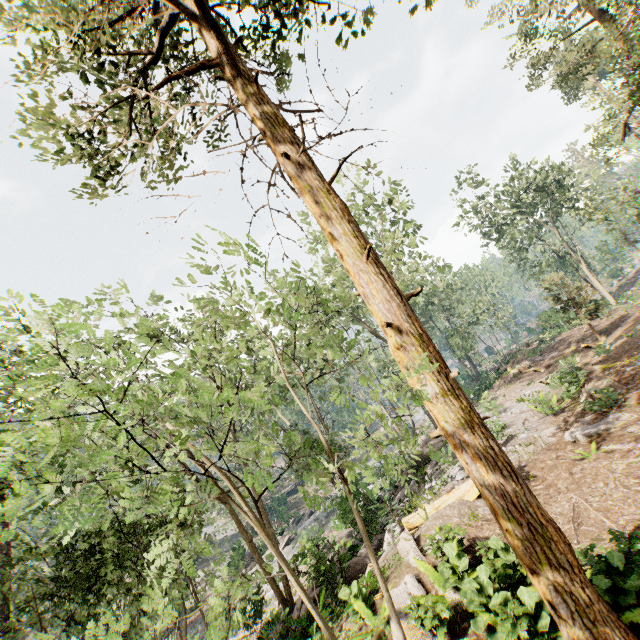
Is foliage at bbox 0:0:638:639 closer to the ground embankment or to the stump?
the ground embankment

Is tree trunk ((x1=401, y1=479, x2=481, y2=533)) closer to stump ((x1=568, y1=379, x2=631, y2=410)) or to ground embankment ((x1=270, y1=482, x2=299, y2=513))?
stump ((x1=568, y1=379, x2=631, y2=410))

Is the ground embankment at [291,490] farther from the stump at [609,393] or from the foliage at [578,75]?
the stump at [609,393]

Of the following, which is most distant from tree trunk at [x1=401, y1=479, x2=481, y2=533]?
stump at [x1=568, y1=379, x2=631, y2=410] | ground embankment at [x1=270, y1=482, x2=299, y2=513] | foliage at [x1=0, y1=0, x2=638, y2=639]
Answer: ground embankment at [x1=270, y1=482, x2=299, y2=513]

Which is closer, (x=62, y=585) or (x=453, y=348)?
(x=62, y=585)

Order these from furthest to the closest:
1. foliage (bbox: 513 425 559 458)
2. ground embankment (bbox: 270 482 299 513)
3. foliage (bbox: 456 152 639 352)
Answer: ground embankment (bbox: 270 482 299 513) → foliage (bbox: 456 152 639 352) → foliage (bbox: 513 425 559 458)

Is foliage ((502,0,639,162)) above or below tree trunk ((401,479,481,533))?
above

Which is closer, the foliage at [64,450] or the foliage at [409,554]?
the foliage at [64,450]
